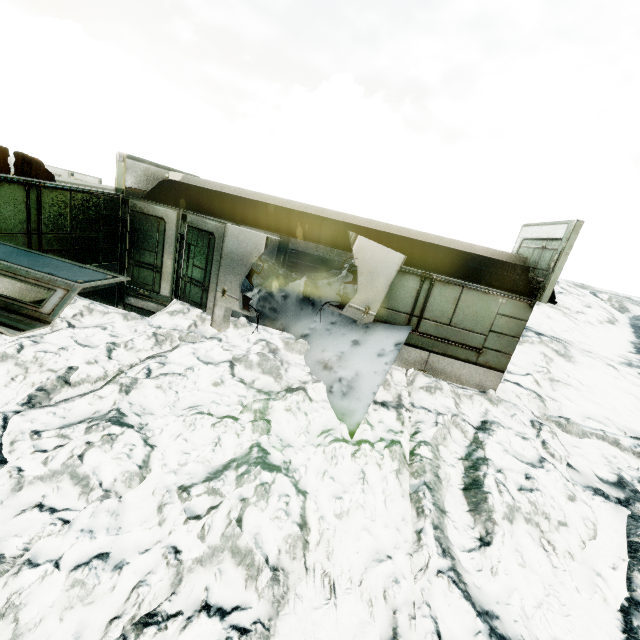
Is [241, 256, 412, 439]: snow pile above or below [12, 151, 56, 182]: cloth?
below

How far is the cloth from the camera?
6.51m

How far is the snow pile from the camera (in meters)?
6.46

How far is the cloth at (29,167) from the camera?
6.51m

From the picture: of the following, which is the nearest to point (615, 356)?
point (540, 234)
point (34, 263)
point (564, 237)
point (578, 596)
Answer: point (540, 234)

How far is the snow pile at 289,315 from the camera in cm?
646
